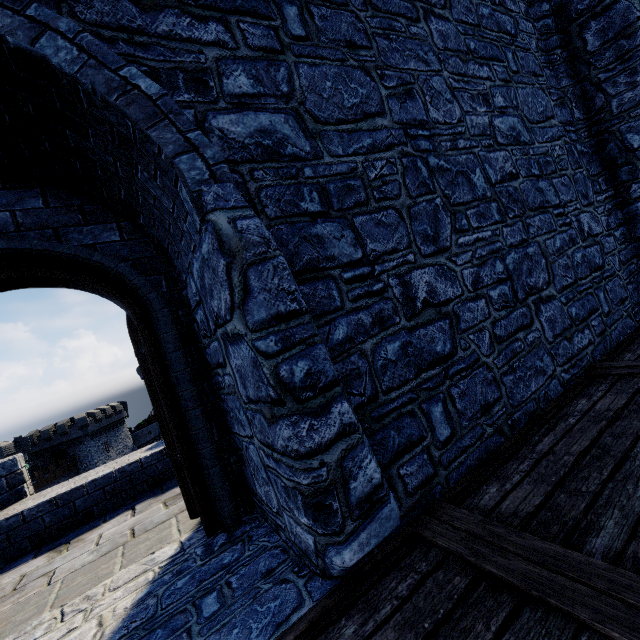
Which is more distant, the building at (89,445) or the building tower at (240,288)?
the building at (89,445)

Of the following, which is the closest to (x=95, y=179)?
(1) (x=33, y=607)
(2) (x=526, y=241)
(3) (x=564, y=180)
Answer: (1) (x=33, y=607)

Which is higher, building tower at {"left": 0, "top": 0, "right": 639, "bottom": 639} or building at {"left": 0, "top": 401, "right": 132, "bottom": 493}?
building tower at {"left": 0, "top": 0, "right": 639, "bottom": 639}

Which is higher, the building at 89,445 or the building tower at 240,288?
the building tower at 240,288

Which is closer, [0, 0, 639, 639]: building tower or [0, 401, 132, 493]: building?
[0, 0, 639, 639]: building tower
